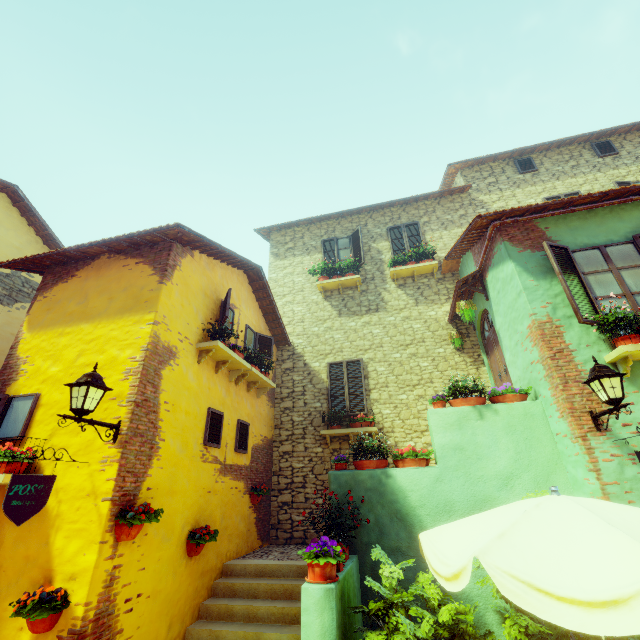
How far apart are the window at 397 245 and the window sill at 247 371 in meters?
5.8

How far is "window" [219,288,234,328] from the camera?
6.8m

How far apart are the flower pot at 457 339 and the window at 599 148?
8.4 meters

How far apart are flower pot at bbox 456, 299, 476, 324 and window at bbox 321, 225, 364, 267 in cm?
396

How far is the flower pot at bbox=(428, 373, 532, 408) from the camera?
5.93m

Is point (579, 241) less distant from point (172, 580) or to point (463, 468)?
point (463, 468)

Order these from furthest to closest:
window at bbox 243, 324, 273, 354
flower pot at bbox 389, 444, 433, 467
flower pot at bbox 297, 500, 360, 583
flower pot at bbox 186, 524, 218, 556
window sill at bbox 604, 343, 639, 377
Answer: window at bbox 243, 324, 273, 354 < flower pot at bbox 389, 444, 433, 467 < flower pot at bbox 186, 524, 218, 556 < window sill at bbox 604, 343, 639, 377 < flower pot at bbox 297, 500, 360, 583

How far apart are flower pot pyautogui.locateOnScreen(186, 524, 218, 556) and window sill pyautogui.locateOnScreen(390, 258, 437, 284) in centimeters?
828cm
